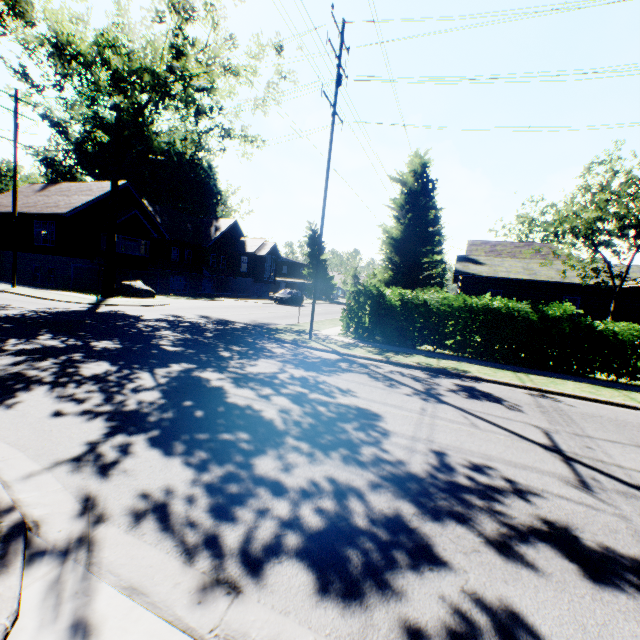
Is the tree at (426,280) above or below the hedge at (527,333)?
above

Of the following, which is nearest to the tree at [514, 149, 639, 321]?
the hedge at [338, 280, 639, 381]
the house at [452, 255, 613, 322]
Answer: the house at [452, 255, 613, 322]

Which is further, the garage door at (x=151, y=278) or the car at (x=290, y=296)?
the car at (x=290, y=296)

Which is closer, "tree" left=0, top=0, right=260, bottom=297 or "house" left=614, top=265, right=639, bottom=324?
"tree" left=0, top=0, right=260, bottom=297

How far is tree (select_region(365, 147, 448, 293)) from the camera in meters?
18.6

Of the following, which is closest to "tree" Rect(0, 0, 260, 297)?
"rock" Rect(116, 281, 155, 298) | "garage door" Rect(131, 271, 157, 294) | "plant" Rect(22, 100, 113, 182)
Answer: "rock" Rect(116, 281, 155, 298)

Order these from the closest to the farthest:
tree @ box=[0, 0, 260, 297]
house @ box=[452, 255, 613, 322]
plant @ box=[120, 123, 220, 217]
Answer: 1. tree @ box=[0, 0, 260, 297]
2. house @ box=[452, 255, 613, 322]
3. plant @ box=[120, 123, 220, 217]

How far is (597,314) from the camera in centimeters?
2284cm
